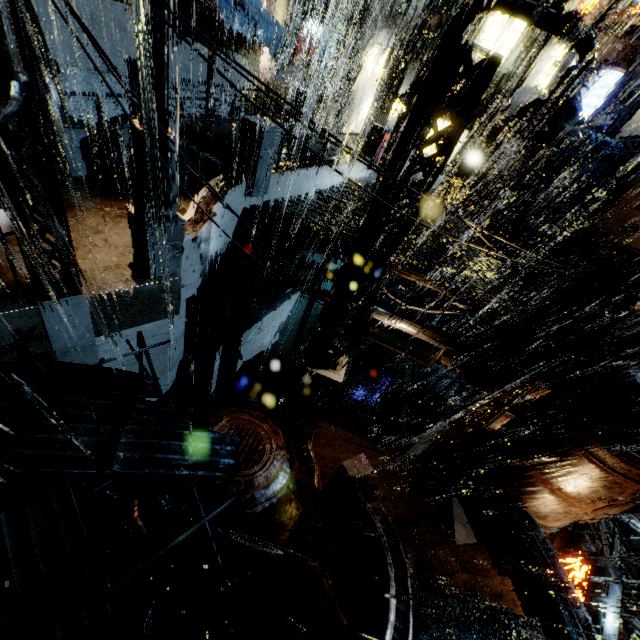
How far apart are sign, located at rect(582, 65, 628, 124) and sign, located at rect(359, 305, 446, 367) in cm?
2140

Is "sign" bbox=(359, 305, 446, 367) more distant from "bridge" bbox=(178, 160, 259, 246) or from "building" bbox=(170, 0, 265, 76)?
"bridge" bbox=(178, 160, 259, 246)

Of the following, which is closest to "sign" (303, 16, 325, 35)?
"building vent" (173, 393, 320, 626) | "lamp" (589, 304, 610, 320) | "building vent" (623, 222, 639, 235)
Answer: "building vent" (623, 222, 639, 235)

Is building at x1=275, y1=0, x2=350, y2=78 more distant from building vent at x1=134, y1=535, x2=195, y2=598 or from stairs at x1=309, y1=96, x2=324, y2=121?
stairs at x1=309, y1=96, x2=324, y2=121

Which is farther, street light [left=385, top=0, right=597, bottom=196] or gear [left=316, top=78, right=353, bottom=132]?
gear [left=316, top=78, right=353, bottom=132]

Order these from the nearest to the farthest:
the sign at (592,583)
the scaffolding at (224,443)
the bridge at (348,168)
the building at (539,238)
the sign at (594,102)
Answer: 1. the scaffolding at (224,443)
2. the sign at (592,583)
3. the bridge at (348,168)
4. the sign at (594,102)
5. the building at (539,238)

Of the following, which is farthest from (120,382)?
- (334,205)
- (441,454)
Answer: (441,454)

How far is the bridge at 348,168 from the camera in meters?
14.3
